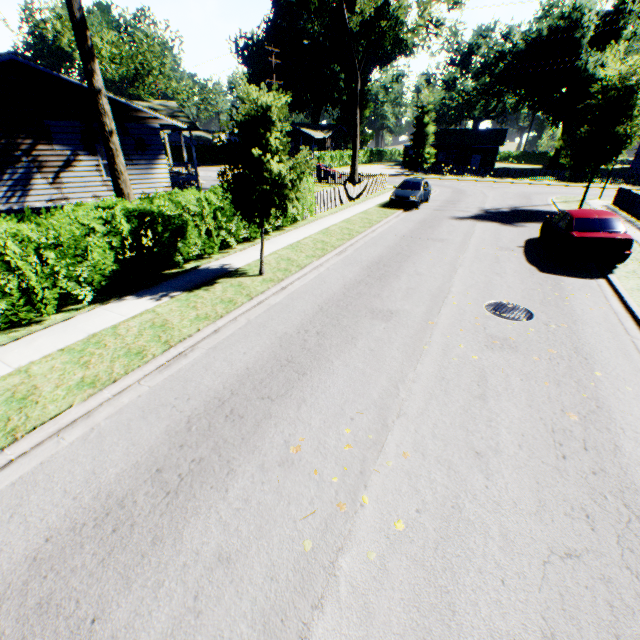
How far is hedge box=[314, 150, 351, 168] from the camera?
47.5m

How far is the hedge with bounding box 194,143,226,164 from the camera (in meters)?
55.03

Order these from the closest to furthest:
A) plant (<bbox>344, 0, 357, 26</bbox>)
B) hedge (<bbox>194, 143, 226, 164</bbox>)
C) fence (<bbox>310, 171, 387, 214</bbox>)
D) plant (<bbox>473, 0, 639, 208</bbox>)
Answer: plant (<bbox>473, 0, 639, 208</bbox>)
fence (<bbox>310, 171, 387, 214</bbox>)
plant (<bbox>344, 0, 357, 26</bbox>)
hedge (<bbox>194, 143, 226, 164</bbox>)

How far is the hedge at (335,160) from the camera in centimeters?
4750cm

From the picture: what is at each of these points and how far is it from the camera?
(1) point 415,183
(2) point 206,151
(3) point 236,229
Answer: (1) car, 21.0m
(2) hedge, 56.6m
(3) hedge, 12.6m

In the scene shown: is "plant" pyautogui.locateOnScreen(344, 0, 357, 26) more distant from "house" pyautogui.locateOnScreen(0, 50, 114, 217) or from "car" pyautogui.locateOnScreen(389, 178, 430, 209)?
"car" pyautogui.locateOnScreen(389, 178, 430, 209)

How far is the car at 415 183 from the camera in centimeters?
2000cm

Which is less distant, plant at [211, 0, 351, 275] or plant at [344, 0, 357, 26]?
plant at [211, 0, 351, 275]
